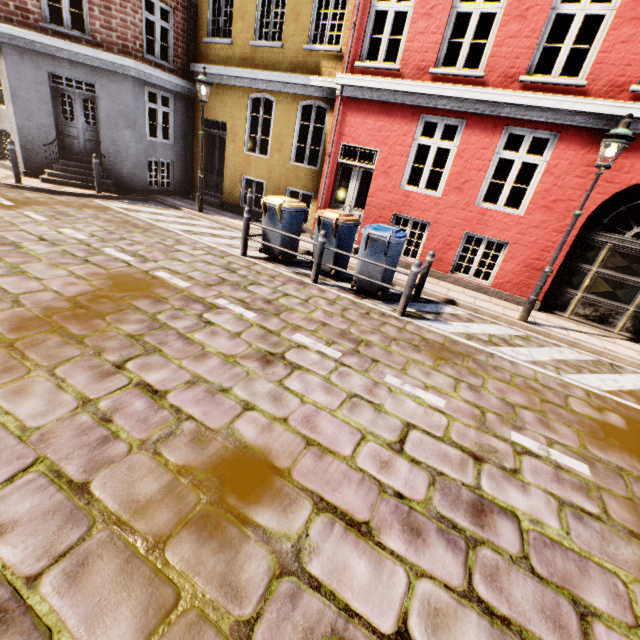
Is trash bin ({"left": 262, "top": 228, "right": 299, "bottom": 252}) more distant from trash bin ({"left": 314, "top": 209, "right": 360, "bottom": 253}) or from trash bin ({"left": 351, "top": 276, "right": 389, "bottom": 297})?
trash bin ({"left": 351, "top": 276, "right": 389, "bottom": 297})

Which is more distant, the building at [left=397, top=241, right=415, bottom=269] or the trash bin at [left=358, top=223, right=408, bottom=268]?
the building at [left=397, top=241, right=415, bottom=269]

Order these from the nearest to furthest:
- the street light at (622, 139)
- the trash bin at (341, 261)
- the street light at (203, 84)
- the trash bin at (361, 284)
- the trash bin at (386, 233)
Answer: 1. the street light at (622, 139)
2. the trash bin at (386, 233)
3. the trash bin at (361, 284)
4. the trash bin at (341, 261)
5. the street light at (203, 84)

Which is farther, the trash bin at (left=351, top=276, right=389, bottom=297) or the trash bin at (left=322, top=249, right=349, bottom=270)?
the trash bin at (left=322, top=249, right=349, bottom=270)

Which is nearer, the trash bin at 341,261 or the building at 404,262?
Result: the trash bin at 341,261

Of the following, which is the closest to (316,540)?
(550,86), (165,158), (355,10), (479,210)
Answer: (479,210)

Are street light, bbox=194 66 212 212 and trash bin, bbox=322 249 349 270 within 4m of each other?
no

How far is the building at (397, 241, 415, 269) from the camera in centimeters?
929cm
